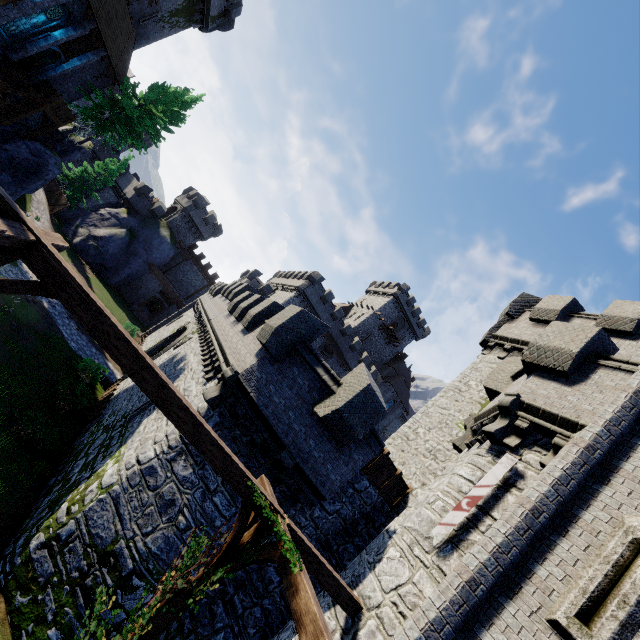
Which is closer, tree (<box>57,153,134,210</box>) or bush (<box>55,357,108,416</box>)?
bush (<box>55,357,108,416</box>)

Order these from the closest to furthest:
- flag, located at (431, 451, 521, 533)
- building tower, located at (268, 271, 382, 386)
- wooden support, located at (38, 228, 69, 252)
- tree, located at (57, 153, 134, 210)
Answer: wooden support, located at (38, 228, 69, 252), flag, located at (431, 451, 521, 533), tree, located at (57, 153, 134, 210), building tower, located at (268, 271, 382, 386)

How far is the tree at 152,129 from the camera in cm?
2648

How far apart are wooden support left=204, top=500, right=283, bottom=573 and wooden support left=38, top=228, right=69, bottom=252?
3.7 meters

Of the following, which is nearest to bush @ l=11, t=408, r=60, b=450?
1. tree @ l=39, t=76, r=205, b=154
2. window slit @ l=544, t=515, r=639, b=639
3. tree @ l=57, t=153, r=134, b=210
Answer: window slit @ l=544, t=515, r=639, b=639

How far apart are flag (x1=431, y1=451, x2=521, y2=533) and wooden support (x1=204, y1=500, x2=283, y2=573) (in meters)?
3.11

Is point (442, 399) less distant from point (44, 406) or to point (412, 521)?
point (412, 521)

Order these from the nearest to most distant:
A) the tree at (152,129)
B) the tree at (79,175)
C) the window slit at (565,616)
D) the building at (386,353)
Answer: the window slit at (565,616), the tree at (152,129), the tree at (79,175), the building at (386,353)
